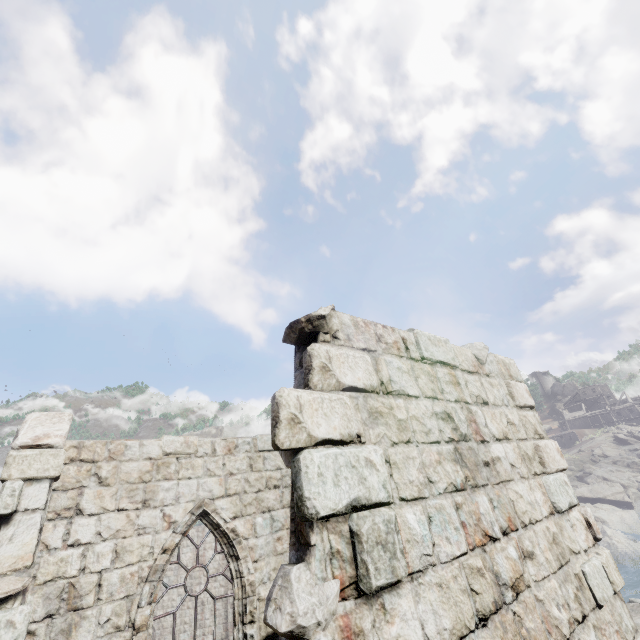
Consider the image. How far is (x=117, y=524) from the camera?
5.5m

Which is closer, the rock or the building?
the building

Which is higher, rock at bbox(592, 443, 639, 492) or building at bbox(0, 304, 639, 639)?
building at bbox(0, 304, 639, 639)

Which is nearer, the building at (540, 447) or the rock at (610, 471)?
the building at (540, 447)

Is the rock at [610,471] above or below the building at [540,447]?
below
